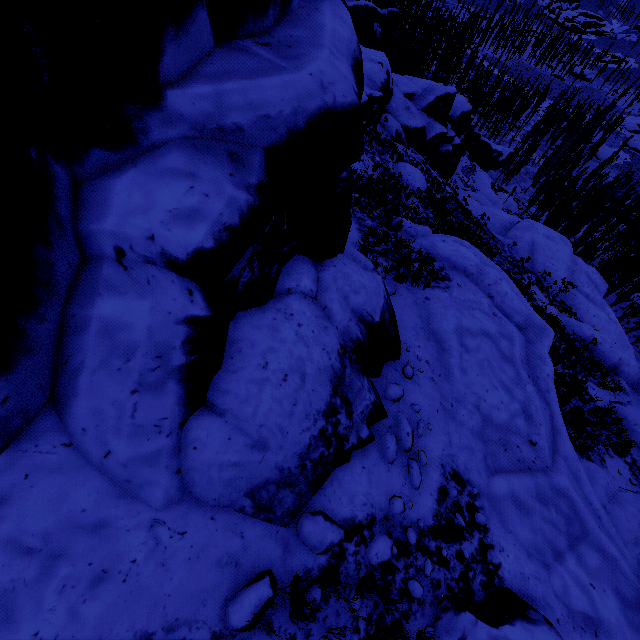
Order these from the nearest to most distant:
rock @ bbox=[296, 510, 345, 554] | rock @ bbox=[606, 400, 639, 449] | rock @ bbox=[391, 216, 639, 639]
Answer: rock @ bbox=[296, 510, 345, 554]
rock @ bbox=[391, 216, 639, 639]
rock @ bbox=[606, 400, 639, 449]

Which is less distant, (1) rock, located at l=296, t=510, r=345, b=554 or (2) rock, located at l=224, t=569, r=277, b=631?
(2) rock, located at l=224, t=569, r=277, b=631

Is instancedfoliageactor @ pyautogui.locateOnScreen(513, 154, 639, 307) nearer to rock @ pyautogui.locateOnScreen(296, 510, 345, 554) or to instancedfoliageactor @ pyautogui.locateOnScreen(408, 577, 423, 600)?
rock @ pyautogui.locateOnScreen(296, 510, 345, 554)

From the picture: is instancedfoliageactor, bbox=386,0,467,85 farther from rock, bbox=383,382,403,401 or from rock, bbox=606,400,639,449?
rock, bbox=606,400,639,449

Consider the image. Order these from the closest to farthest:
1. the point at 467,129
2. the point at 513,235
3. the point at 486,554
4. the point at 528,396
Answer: the point at 486,554, the point at 528,396, the point at 513,235, the point at 467,129

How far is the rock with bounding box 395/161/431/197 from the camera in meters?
19.3 m

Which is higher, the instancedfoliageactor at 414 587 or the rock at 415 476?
the instancedfoliageactor at 414 587

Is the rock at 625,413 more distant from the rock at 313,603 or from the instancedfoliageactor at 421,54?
the instancedfoliageactor at 421,54
